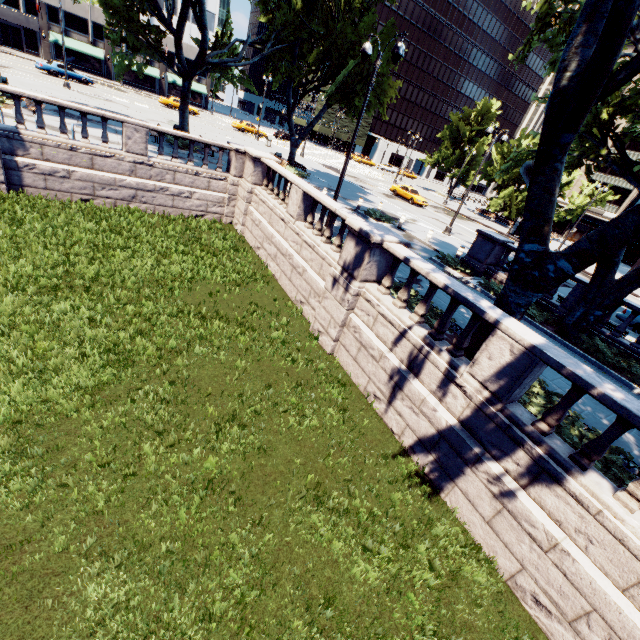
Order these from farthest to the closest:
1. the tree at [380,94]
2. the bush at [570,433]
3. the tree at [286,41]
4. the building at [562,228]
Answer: the building at [562,228] → the tree at [380,94] → the tree at [286,41] → the bush at [570,433]

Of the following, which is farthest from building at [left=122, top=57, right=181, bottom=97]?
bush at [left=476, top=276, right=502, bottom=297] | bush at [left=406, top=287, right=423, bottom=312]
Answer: bush at [left=476, top=276, right=502, bottom=297]

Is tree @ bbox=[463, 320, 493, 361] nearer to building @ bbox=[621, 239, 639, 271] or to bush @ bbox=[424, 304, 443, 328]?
bush @ bbox=[424, 304, 443, 328]

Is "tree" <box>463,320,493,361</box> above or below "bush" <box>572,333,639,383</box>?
above

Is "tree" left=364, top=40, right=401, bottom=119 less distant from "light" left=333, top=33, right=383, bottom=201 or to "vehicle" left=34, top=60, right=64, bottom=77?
"light" left=333, top=33, right=383, bottom=201

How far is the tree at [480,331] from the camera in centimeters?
807cm

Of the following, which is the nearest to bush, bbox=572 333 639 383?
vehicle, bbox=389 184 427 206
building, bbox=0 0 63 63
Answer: vehicle, bbox=389 184 427 206

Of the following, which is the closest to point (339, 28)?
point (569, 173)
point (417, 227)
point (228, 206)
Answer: point (417, 227)
